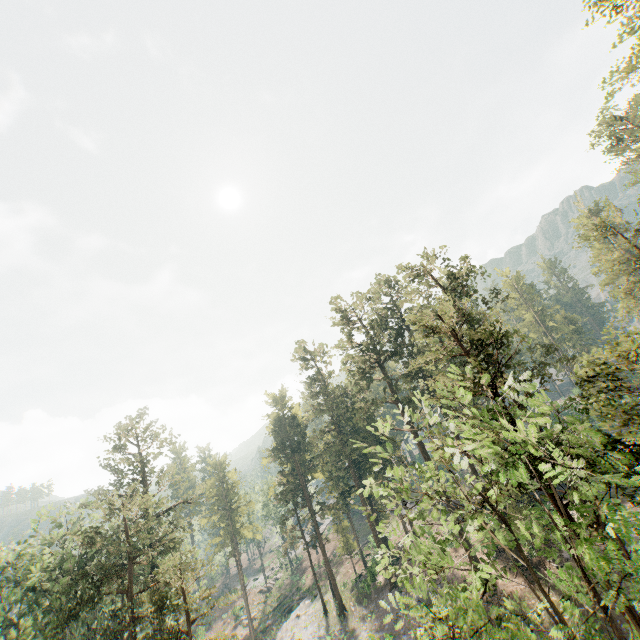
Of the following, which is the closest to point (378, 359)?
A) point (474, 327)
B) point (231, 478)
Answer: point (474, 327)

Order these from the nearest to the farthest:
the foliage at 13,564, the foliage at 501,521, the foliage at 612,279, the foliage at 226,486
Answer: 1. the foliage at 501,521
2. the foliage at 13,564
3. the foliage at 612,279
4. the foliage at 226,486

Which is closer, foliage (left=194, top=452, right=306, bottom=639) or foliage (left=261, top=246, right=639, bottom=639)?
foliage (left=261, top=246, right=639, bottom=639)

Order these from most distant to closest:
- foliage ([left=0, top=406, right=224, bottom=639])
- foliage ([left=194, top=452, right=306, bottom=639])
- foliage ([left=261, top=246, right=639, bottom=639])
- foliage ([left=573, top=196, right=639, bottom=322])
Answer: foliage ([left=194, top=452, right=306, bottom=639]), foliage ([left=573, top=196, right=639, bottom=322]), foliage ([left=0, top=406, right=224, bottom=639]), foliage ([left=261, top=246, right=639, bottom=639])

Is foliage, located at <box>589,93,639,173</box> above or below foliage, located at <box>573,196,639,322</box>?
above

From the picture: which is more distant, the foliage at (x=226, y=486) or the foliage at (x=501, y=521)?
the foliage at (x=226, y=486)
